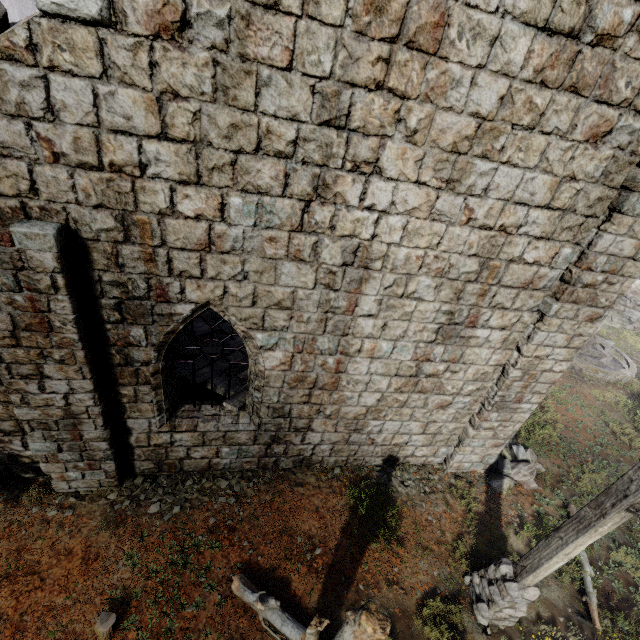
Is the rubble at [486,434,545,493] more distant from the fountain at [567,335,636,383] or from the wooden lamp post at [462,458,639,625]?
the fountain at [567,335,636,383]

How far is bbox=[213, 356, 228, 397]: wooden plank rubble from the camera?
7.6m

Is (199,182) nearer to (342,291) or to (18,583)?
(342,291)

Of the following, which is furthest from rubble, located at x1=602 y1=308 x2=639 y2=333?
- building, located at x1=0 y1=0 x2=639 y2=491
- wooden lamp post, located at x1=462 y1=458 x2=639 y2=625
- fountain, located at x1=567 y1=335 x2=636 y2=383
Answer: wooden lamp post, located at x1=462 y1=458 x2=639 y2=625

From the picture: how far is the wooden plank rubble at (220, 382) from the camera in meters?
7.6 m

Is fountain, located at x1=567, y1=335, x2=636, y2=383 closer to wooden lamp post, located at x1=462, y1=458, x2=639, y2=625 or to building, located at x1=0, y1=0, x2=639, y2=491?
building, located at x1=0, y1=0, x2=639, y2=491

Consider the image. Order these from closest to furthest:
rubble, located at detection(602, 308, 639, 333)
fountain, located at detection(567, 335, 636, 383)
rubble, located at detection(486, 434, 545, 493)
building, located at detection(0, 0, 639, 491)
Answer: building, located at detection(0, 0, 639, 491)
rubble, located at detection(486, 434, 545, 493)
fountain, located at detection(567, 335, 636, 383)
rubble, located at detection(602, 308, 639, 333)
